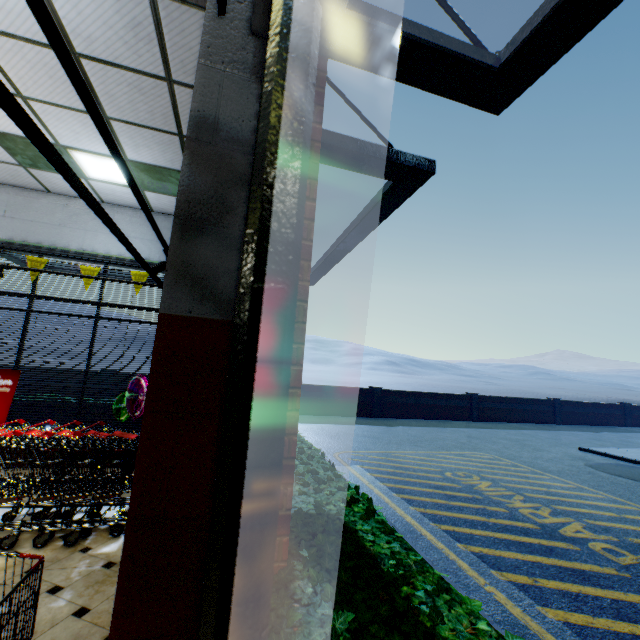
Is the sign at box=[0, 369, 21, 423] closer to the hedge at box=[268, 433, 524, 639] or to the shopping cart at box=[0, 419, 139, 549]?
the shopping cart at box=[0, 419, 139, 549]

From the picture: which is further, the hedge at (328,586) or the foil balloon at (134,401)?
the foil balloon at (134,401)

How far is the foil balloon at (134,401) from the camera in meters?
5.2 m

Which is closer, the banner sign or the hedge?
the hedge

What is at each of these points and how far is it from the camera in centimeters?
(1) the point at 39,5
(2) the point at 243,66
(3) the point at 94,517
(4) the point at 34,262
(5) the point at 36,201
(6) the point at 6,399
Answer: (1) light truss, 120cm
(2) building, 176cm
(3) shopping cart, 351cm
(4) banner sign, 571cm
(5) building, 607cm
(6) sign, 506cm

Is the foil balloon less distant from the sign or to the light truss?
the light truss

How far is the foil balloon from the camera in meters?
5.2 m

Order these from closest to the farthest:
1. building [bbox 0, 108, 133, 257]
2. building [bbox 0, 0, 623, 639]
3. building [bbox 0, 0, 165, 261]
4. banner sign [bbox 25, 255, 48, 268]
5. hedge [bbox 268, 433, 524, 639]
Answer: building [bbox 0, 0, 623, 639] < hedge [bbox 268, 433, 524, 639] < building [bbox 0, 0, 165, 261] < building [bbox 0, 108, 133, 257] < banner sign [bbox 25, 255, 48, 268]
